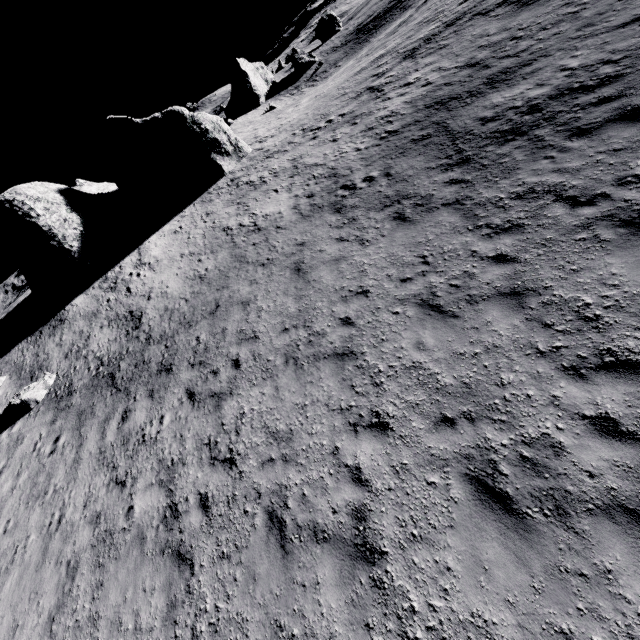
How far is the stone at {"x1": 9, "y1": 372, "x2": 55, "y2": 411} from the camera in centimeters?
1520cm

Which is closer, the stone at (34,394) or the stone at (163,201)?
the stone at (34,394)

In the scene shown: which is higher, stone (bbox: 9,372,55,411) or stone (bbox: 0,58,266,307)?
stone (bbox: 0,58,266,307)

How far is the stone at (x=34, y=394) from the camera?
15.2m

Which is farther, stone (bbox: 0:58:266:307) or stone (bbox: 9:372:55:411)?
stone (bbox: 0:58:266:307)

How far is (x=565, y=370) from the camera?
5.4 meters
